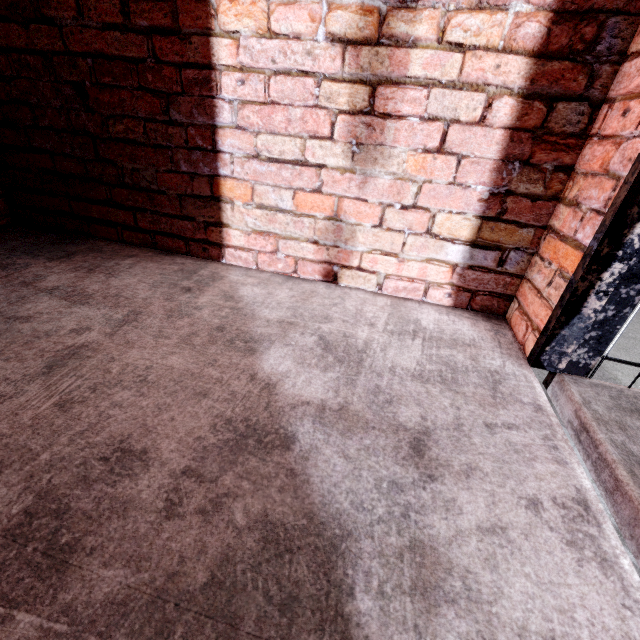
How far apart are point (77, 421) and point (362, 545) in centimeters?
77cm
